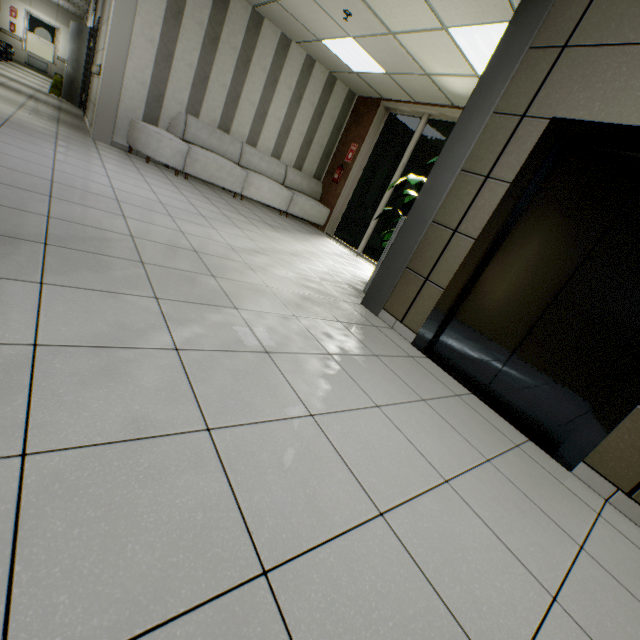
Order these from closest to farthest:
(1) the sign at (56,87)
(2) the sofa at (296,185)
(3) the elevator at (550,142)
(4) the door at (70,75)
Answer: (3) the elevator at (550,142)
(2) the sofa at (296,185)
(4) the door at (70,75)
(1) the sign at (56,87)

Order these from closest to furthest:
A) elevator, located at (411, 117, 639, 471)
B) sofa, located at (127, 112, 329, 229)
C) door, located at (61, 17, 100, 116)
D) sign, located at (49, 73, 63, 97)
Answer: elevator, located at (411, 117, 639, 471), sofa, located at (127, 112, 329, 229), door, located at (61, 17, 100, 116), sign, located at (49, 73, 63, 97)

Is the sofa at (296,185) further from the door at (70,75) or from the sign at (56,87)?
the sign at (56,87)

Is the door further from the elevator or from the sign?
the elevator

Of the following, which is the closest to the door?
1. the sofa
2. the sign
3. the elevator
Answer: the sign

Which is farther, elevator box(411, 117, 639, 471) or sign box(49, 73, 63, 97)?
sign box(49, 73, 63, 97)

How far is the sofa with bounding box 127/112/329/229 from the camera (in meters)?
5.84

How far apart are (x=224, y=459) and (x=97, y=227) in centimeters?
217cm
